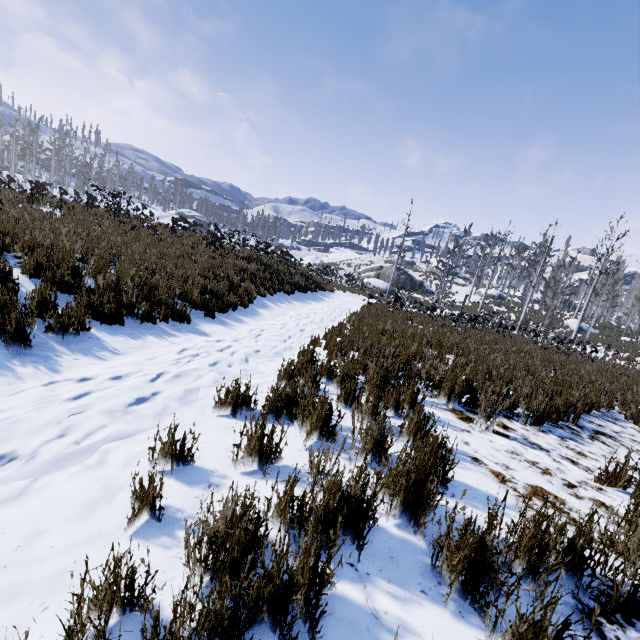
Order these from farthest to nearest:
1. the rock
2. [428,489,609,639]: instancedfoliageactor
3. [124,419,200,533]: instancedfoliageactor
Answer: the rock → [124,419,200,533]: instancedfoliageactor → [428,489,609,639]: instancedfoliageactor

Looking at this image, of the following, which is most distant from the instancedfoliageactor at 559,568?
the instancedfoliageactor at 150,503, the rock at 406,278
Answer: the rock at 406,278

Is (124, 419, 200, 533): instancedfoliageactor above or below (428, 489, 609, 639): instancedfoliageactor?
below

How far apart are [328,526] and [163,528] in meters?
0.9

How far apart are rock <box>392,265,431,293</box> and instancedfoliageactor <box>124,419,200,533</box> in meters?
41.7 m

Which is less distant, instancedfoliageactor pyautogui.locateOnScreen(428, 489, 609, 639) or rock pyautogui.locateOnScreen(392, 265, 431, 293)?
instancedfoliageactor pyautogui.locateOnScreen(428, 489, 609, 639)

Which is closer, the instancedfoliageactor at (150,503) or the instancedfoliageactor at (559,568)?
the instancedfoliageactor at (559,568)

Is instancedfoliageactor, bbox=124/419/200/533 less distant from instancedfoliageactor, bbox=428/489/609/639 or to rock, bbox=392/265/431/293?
instancedfoliageactor, bbox=428/489/609/639
